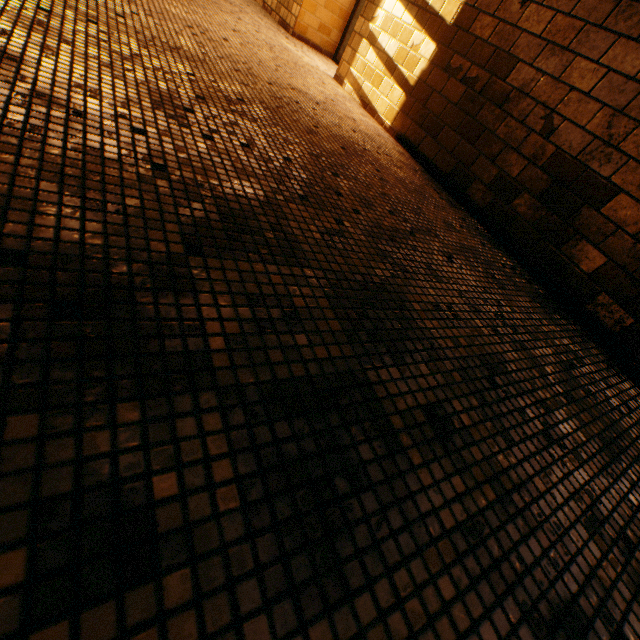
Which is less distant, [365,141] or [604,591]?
[604,591]
